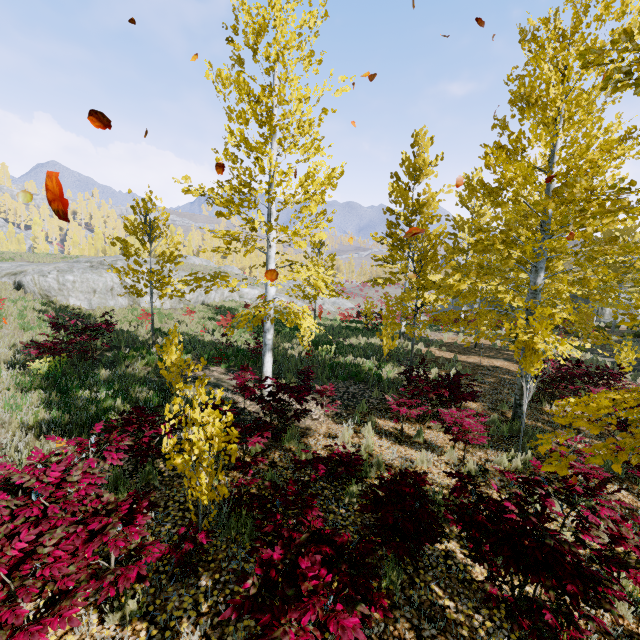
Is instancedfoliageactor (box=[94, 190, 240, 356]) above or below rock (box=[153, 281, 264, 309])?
above

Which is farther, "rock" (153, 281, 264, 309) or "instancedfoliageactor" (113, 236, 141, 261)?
"rock" (153, 281, 264, 309)

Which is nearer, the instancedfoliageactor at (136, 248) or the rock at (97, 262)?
the instancedfoliageactor at (136, 248)

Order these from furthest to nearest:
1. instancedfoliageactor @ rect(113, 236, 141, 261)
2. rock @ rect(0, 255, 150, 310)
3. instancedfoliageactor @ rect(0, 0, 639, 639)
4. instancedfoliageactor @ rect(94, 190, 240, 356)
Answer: rock @ rect(0, 255, 150, 310) → instancedfoliageactor @ rect(113, 236, 141, 261) → instancedfoliageactor @ rect(94, 190, 240, 356) → instancedfoliageactor @ rect(0, 0, 639, 639)

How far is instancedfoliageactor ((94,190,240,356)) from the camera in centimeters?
772cm

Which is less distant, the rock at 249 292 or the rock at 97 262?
the rock at 97 262

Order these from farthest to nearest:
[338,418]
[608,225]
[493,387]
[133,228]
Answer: [133,228] → [493,387] → [338,418] → [608,225]
